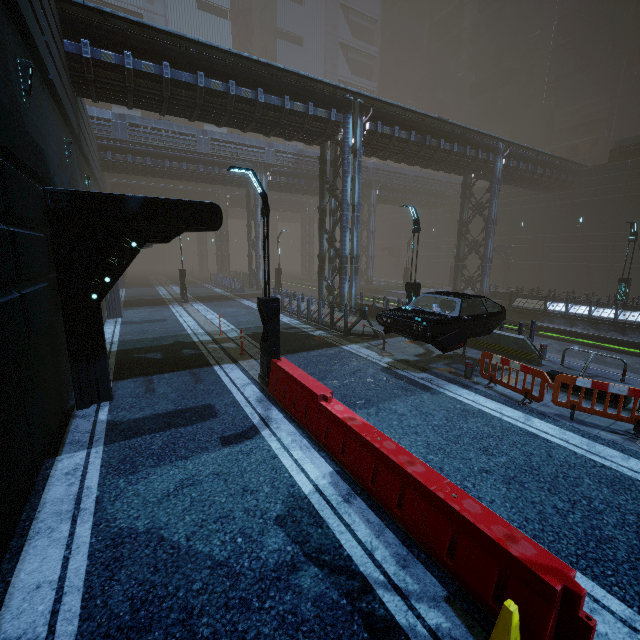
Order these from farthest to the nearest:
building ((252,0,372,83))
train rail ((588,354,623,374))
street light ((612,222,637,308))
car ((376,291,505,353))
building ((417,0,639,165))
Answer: building ((252,0,372,83)), building ((417,0,639,165)), street light ((612,222,637,308)), train rail ((588,354,623,374)), car ((376,291,505,353))

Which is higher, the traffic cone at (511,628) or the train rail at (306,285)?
the traffic cone at (511,628)

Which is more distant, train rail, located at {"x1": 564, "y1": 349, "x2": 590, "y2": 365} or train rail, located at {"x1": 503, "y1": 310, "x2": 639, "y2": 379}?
train rail, located at {"x1": 503, "y1": 310, "x2": 639, "y2": 379}

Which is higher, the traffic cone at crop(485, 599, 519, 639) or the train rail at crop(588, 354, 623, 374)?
the traffic cone at crop(485, 599, 519, 639)

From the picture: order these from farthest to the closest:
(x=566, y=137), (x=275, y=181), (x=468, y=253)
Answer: (x=566, y=137) → (x=275, y=181) → (x=468, y=253)

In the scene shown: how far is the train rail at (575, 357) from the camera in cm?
1251

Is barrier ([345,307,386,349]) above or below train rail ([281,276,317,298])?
above

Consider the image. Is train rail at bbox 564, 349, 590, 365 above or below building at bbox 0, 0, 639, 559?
below
